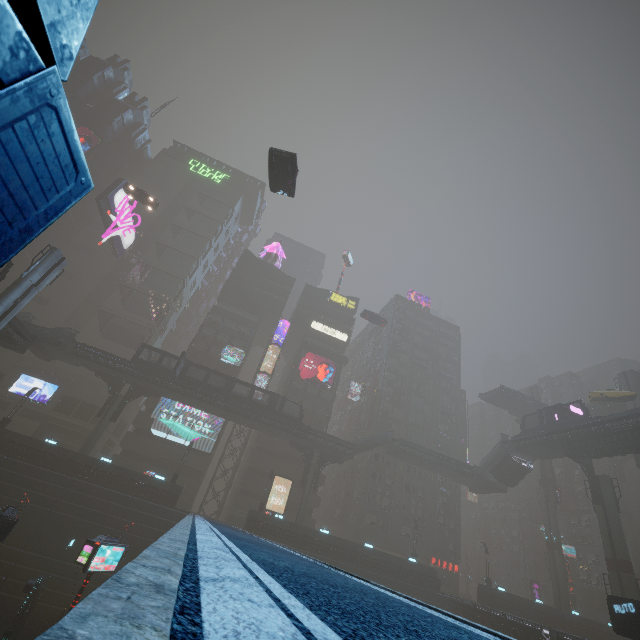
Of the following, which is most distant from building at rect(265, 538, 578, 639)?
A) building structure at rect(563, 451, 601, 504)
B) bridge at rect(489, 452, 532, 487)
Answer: building structure at rect(563, 451, 601, 504)

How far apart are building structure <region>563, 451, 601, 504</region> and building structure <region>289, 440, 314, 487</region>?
29.8m

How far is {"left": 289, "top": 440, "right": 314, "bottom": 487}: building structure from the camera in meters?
41.3

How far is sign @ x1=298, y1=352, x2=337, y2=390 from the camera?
54.29m

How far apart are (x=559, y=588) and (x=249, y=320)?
62.0m

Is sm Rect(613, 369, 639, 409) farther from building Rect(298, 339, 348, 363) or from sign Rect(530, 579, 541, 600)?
sign Rect(530, 579, 541, 600)

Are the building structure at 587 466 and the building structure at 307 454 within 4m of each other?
no

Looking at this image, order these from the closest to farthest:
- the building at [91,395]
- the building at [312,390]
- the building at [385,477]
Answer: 1. the building at [91,395]
2. the building at [385,477]
3. the building at [312,390]
